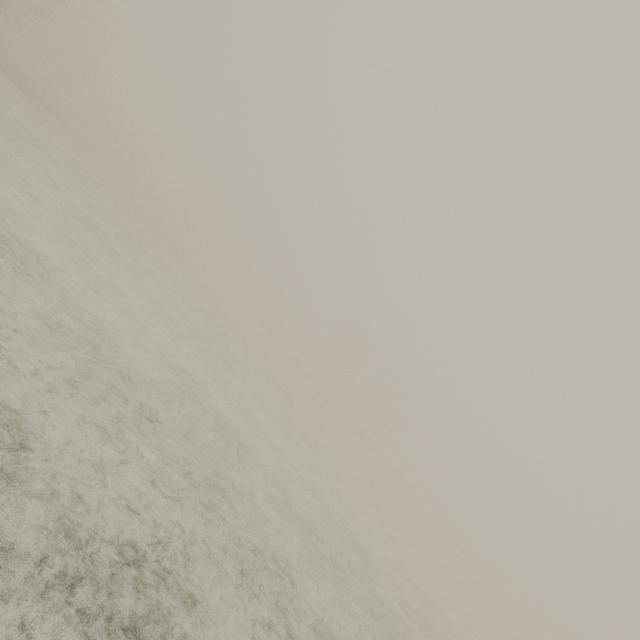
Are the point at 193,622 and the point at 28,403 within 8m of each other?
yes
